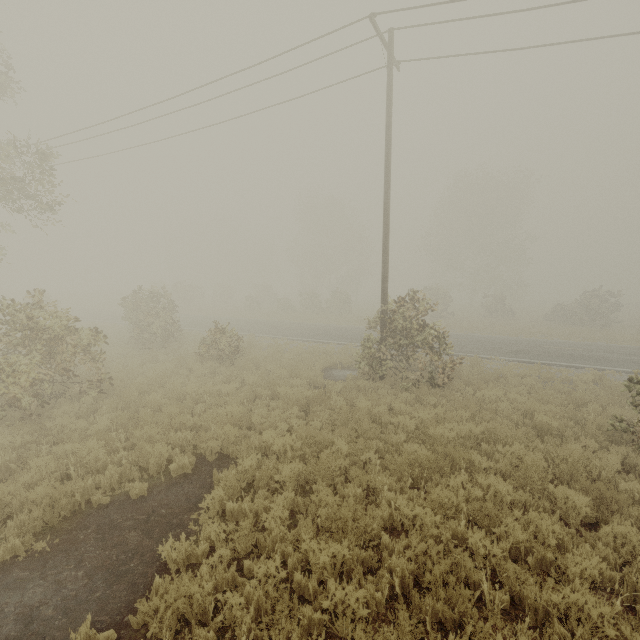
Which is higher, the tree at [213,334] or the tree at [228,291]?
the tree at [228,291]

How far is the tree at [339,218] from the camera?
35.16m

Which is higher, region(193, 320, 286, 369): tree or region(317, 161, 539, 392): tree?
region(317, 161, 539, 392): tree

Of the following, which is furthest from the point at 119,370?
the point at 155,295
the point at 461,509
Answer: the point at 461,509

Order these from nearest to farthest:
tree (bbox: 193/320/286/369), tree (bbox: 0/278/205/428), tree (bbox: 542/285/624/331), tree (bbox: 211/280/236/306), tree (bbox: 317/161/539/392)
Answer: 1. tree (bbox: 0/278/205/428)
2. tree (bbox: 317/161/539/392)
3. tree (bbox: 193/320/286/369)
4. tree (bbox: 542/285/624/331)
5. tree (bbox: 211/280/236/306)

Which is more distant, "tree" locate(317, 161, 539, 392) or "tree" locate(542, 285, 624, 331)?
"tree" locate(542, 285, 624, 331)

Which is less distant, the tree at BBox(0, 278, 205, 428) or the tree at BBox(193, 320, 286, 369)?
the tree at BBox(0, 278, 205, 428)
